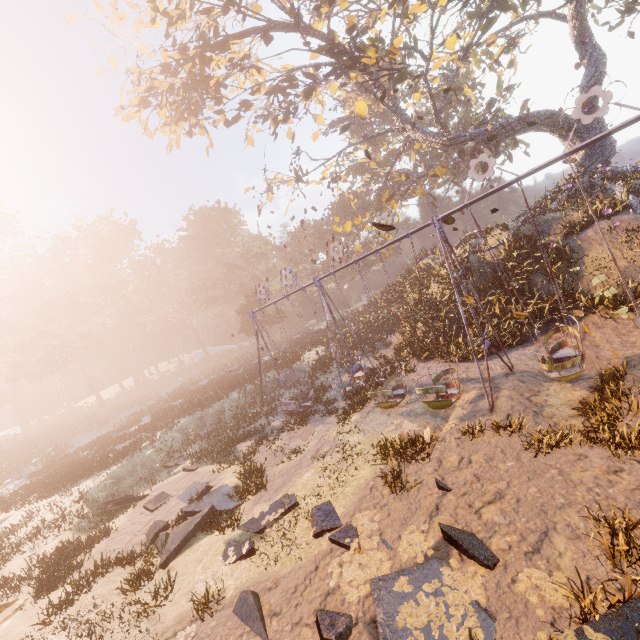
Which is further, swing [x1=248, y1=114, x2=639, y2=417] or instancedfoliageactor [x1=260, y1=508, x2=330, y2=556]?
swing [x1=248, y1=114, x2=639, y2=417]

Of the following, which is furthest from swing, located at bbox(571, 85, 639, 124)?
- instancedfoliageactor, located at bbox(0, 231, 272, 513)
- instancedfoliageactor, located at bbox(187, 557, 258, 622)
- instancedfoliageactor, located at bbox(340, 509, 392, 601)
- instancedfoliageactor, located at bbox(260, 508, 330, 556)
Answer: instancedfoliageactor, located at bbox(0, 231, 272, 513)

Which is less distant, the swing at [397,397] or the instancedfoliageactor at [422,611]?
the instancedfoliageactor at [422,611]

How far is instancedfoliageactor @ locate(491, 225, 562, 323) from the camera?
13.7m

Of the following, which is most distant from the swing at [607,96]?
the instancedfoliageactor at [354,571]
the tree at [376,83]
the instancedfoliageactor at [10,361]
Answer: the instancedfoliageactor at [10,361]

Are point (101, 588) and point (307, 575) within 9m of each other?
yes

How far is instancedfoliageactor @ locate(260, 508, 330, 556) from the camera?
7.41m

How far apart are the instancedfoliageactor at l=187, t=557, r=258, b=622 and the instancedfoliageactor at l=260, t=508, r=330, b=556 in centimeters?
21cm
